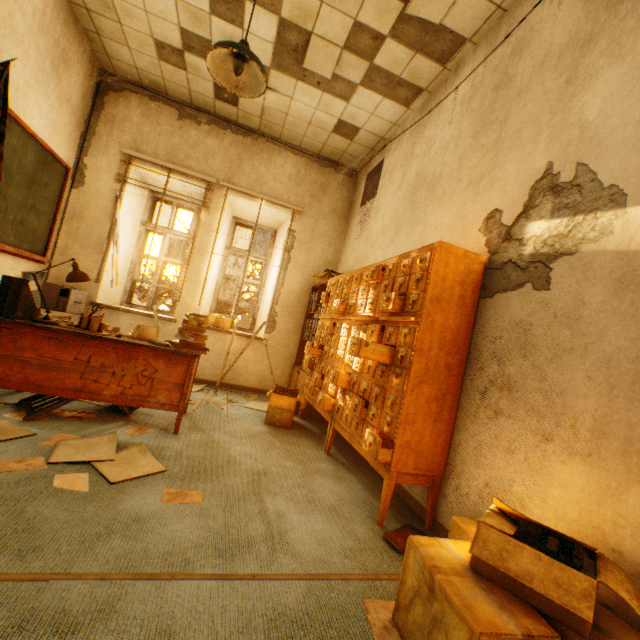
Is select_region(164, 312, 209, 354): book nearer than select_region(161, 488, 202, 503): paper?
No

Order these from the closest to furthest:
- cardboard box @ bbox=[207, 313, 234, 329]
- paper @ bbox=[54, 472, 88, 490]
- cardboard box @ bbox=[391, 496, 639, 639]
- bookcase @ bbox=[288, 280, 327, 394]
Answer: cardboard box @ bbox=[391, 496, 639, 639]
paper @ bbox=[54, 472, 88, 490]
bookcase @ bbox=[288, 280, 327, 394]
cardboard box @ bbox=[207, 313, 234, 329]

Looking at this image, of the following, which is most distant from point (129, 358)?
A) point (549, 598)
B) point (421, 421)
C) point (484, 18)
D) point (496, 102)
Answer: point (484, 18)

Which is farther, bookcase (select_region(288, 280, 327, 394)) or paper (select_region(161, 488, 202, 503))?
bookcase (select_region(288, 280, 327, 394))

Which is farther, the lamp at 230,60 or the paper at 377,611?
the lamp at 230,60

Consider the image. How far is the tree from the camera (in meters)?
10.34

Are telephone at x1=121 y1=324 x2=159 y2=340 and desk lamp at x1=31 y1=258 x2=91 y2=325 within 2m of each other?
yes

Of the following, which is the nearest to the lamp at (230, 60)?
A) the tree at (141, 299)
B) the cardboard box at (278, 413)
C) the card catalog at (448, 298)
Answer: the card catalog at (448, 298)
